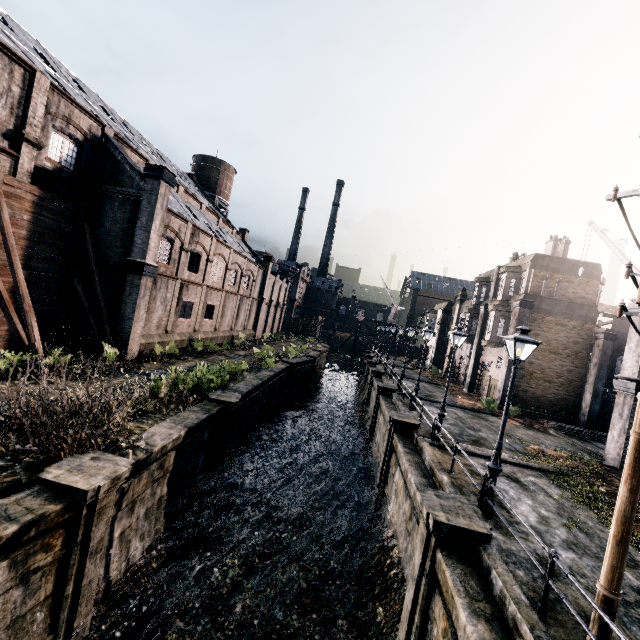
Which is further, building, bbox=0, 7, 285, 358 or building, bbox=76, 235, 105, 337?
building, bbox=76, 235, 105, 337

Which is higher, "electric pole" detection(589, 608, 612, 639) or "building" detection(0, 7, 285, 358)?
"building" detection(0, 7, 285, 358)

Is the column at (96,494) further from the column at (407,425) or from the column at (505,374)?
the column at (505,374)

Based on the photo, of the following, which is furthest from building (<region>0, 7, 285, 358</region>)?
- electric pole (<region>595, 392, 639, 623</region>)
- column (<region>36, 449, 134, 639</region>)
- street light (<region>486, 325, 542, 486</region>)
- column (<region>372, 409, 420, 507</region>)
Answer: electric pole (<region>595, 392, 639, 623</region>)

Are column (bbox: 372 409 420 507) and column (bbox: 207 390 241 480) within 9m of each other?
yes

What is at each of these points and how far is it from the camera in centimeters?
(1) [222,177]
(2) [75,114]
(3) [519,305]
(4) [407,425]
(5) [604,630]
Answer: (1) water tower, 5216cm
(2) building, 1912cm
(3) column, 2720cm
(4) column, 1677cm
(5) electric pole, 546cm

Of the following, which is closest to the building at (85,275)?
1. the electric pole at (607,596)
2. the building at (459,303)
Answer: the electric pole at (607,596)

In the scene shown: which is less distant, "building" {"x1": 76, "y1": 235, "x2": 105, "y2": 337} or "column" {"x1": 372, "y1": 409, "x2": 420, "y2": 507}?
"column" {"x1": 372, "y1": 409, "x2": 420, "y2": 507}
